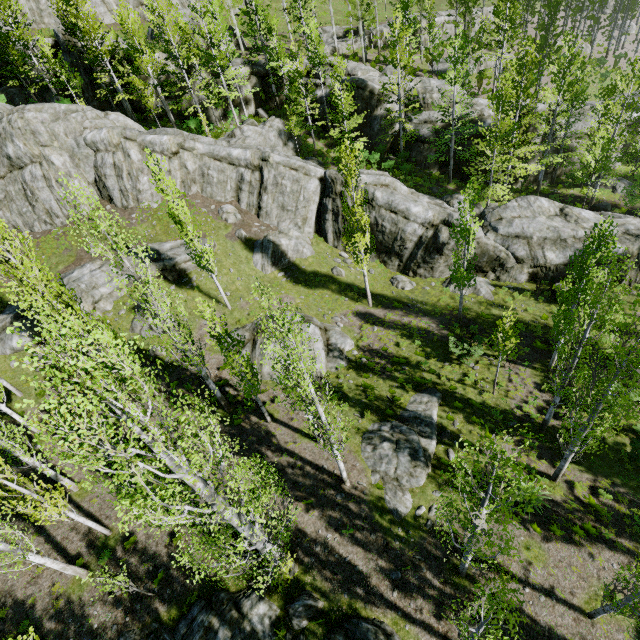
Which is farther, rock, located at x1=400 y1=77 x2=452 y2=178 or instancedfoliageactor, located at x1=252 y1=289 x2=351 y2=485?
rock, located at x1=400 y1=77 x2=452 y2=178

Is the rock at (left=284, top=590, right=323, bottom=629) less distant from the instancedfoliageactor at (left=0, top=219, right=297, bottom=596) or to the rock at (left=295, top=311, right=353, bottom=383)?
the instancedfoliageactor at (left=0, top=219, right=297, bottom=596)

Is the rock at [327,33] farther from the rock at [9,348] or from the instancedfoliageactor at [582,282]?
the instancedfoliageactor at [582,282]

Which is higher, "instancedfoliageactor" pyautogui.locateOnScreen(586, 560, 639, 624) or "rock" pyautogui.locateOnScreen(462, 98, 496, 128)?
"rock" pyautogui.locateOnScreen(462, 98, 496, 128)

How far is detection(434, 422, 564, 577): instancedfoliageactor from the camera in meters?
6.0

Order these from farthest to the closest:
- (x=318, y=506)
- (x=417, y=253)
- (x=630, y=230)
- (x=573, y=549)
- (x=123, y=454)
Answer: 1. (x=417, y=253)
2. (x=630, y=230)
3. (x=318, y=506)
4. (x=573, y=549)
5. (x=123, y=454)

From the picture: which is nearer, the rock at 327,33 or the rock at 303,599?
the rock at 303,599
